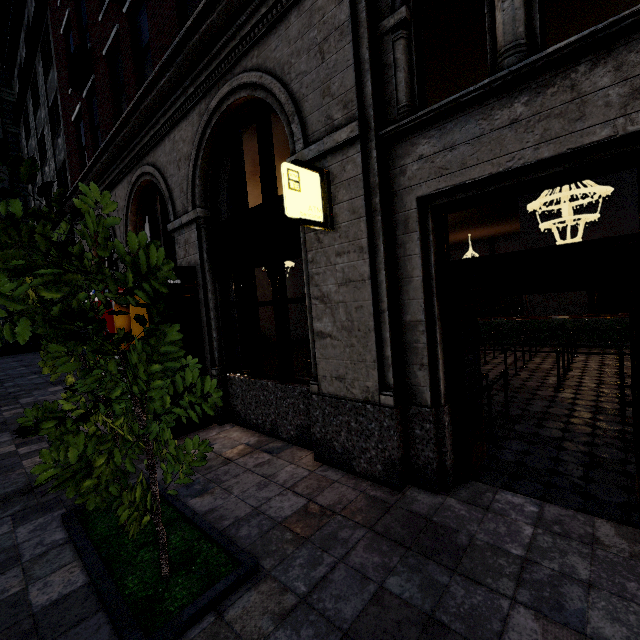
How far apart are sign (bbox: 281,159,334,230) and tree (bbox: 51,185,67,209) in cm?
205

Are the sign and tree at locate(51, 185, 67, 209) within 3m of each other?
yes

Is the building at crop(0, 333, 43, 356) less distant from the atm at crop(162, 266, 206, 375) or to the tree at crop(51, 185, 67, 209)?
the atm at crop(162, 266, 206, 375)

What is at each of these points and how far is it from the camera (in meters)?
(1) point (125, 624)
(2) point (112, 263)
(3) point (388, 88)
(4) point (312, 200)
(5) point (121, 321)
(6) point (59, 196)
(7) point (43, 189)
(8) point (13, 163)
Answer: (1) tree, 2.33
(2) building, 11.26
(3) building, 3.62
(4) sign, 3.78
(5) atm, 6.22
(6) tree, 1.81
(7) tree, 1.74
(8) tree, 1.60

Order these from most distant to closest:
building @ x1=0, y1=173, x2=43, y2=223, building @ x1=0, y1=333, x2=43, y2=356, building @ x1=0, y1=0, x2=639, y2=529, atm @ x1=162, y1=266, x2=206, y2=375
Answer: building @ x1=0, y1=333, x2=43, y2=356, building @ x1=0, y1=173, x2=43, y2=223, atm @ x1=162, y1=266, x2=206, y2=375, building @ x1=0, y1=0, x2=639, y2=529

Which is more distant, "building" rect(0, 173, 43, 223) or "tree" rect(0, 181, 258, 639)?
"building" rect(0, 173, 43, 223)

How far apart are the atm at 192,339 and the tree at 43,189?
4.0m
